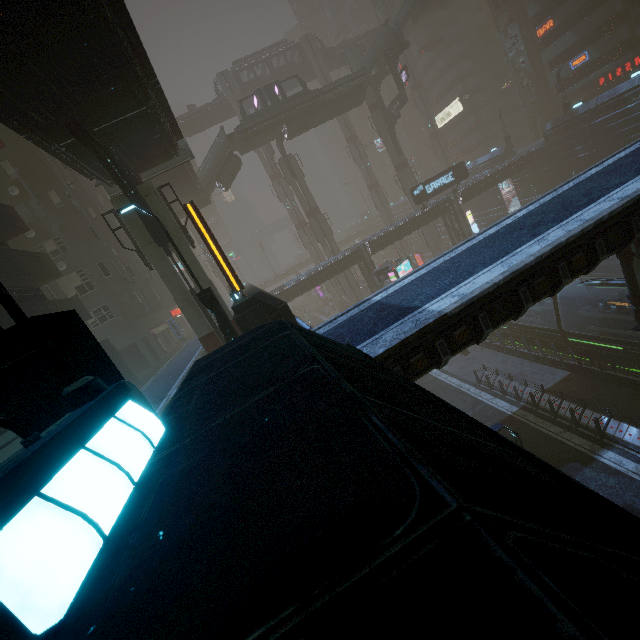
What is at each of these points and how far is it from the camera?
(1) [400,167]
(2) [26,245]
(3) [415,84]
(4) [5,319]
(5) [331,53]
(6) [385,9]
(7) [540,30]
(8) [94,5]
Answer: (1) sm, 48.31m
(2) building, 24.22m
(3) sm, 58.19m
(4) building, 13.37m
(5) bridge, 56.03m
(6) sm, 55.72m
(7) sign, 42.59m
(8) bridge, 8.84m

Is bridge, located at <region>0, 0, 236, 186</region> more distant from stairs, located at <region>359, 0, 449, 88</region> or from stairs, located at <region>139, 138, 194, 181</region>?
stairs, located at <region>359, 0, 449, 88</region>

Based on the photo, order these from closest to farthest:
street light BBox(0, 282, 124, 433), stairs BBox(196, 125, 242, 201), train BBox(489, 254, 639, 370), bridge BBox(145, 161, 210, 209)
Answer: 1. street light BBox(0, 282, 124, 433)
2. train BBox(489, 254, 639, 370)
3. bridge BBox(145, 161, 210, 209)
4. stairs BBox(196, 125, 242, 201)

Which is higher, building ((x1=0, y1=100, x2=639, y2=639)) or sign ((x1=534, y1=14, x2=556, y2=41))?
sign ((x1=534, y1=14, x2=556, y2=41))

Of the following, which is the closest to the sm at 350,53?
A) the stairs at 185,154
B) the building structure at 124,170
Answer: the building structure at 124,170

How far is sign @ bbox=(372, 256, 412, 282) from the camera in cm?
2986

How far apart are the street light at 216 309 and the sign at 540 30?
57.2 meters

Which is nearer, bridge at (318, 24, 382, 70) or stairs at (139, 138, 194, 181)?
stairs at (139, 138, 194, 181)
